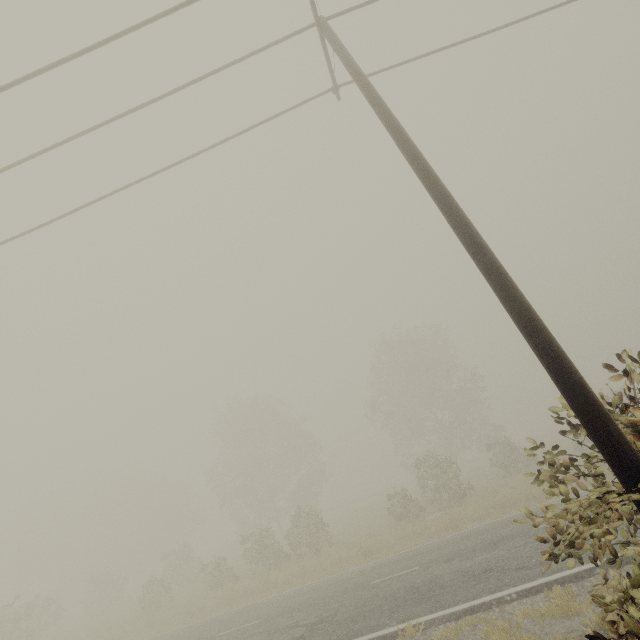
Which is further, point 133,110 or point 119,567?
point 119,567
